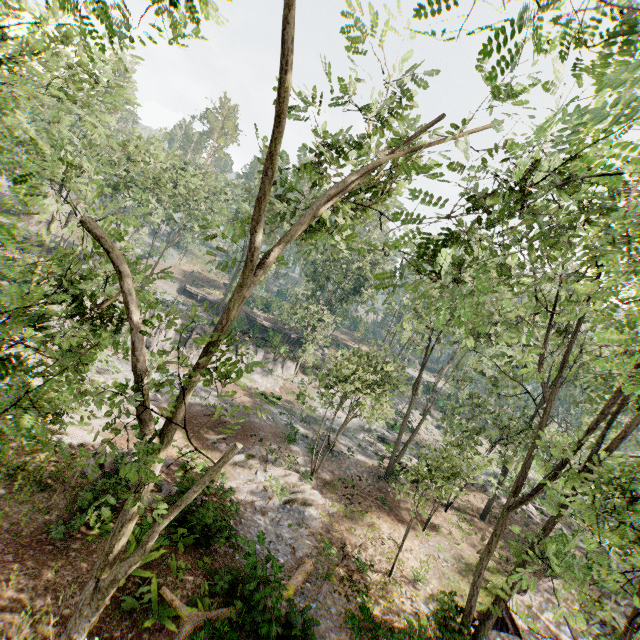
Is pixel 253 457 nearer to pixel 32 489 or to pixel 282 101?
pixel 32 489

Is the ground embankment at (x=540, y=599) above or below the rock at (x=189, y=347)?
above

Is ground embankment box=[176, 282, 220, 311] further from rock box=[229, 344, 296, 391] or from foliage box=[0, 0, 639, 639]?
foliage box=[0, 0, 639, 639]

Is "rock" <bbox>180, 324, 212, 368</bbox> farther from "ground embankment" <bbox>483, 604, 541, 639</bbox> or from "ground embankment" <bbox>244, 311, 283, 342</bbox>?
"ground embankment" <bbox>483, 604, 541, 639</bbox>

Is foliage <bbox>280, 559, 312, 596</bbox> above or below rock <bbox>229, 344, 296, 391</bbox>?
below

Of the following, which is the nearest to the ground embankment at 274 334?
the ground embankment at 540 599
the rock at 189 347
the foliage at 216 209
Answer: the foliage at 216 209

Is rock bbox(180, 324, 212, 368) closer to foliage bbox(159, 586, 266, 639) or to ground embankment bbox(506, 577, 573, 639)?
foliage bbox(159, 586, 266, 639)
